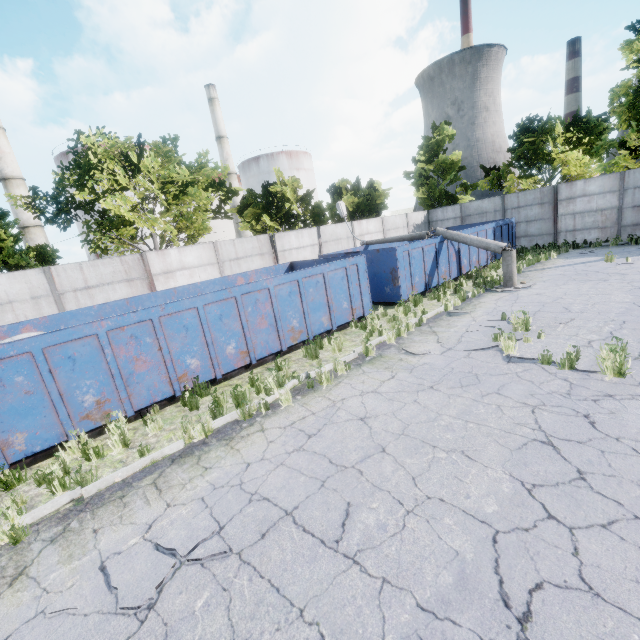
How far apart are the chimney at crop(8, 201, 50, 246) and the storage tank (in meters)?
28.55

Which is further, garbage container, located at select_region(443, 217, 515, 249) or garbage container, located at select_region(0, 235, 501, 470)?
garbage container, located at select_region(443, 217, 515, 249)

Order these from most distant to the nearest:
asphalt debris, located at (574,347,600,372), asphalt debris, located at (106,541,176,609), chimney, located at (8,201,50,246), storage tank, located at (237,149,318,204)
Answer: storage tank, located at (237,149,318,204), chimney, located at (8,201,50,246), asphalt debris, located at (574,347,600,372), asphalt debris, located at (106,541,176,609)

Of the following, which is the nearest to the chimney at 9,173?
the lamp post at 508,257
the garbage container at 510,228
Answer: the garbage container at 510,228

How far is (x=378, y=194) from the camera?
24.9 meters

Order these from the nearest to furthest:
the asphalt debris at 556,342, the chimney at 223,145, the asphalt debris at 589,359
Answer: the asphalt debris at 589,359 → the asphalt debris at 556,342 → the chimney at 223,145

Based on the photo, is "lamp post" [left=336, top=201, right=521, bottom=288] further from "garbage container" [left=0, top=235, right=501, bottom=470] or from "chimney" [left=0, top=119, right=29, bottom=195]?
"chimney" [left=0, top=119, right=29, bottom=195]

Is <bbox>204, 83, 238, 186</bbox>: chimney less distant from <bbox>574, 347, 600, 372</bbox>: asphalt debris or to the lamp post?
the lamp post
